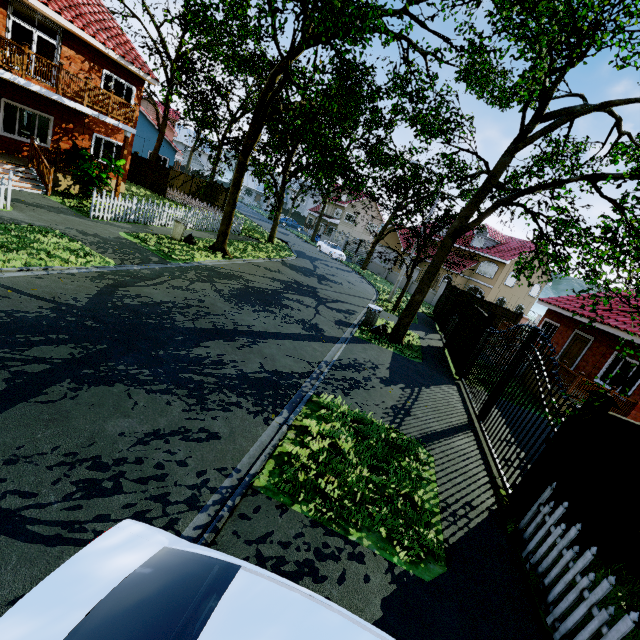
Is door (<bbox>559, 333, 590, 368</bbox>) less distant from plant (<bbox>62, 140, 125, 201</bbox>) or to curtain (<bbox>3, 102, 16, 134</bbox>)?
plant (<bbox>62, 140, 125, 201</bbox>)

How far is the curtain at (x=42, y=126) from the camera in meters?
14.6 m

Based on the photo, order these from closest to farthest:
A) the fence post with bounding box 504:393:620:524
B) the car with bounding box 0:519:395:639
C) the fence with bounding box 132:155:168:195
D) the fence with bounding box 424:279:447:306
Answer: the car with bounding box 0:519:395:639 < the fence post with bounding box 504:393:620:524 < the fence with bounding box 132:155:168:195 < the fence with bounding box 424:279:447:306

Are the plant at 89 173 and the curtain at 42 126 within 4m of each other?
yes

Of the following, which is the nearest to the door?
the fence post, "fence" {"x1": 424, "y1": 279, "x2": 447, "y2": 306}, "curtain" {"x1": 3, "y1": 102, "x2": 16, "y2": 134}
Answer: "fence" {"x1": 424, "y1": 279, "x2": 447, "y2": 306}

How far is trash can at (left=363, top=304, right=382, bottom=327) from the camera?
13.7m

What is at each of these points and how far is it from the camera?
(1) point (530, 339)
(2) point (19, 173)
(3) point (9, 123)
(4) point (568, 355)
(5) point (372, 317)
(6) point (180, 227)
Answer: (1) gate, 7.8m
(2) stairs, 12.6m
(3) curtain, 13.6m
(4) door, 15.8m
(5) trash can, 13.8m
(6) trash can, 14.7m

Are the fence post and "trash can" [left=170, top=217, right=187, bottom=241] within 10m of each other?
no
